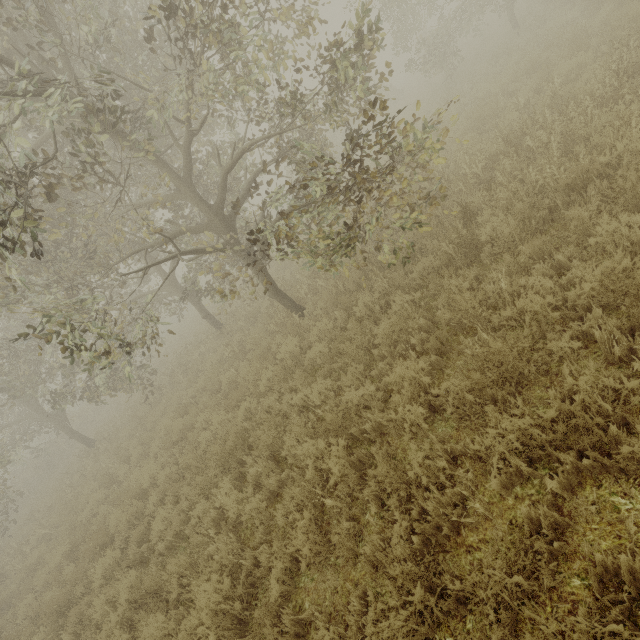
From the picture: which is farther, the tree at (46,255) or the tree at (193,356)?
the tree at (193,356)

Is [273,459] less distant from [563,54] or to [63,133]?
[63,133]

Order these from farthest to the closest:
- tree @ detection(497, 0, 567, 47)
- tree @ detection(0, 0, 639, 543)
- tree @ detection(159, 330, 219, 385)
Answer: tree @ detection(159, 330, 219, 385) < tree @ detection(497, 0, 567, 47) < tree @ detection(0, 0, 639, 543)

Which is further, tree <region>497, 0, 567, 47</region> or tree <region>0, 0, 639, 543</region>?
tree <region>497, 0, 567, 47</region>

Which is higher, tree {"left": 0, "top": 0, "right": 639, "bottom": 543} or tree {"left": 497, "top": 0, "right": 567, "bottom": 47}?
tree {"left": 0, "top": 0, "right": 639, "bottom": 543}

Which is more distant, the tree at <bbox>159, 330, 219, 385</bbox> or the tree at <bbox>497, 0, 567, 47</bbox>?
the tree at <bbox>159, 330, 219, 385</bbox>
